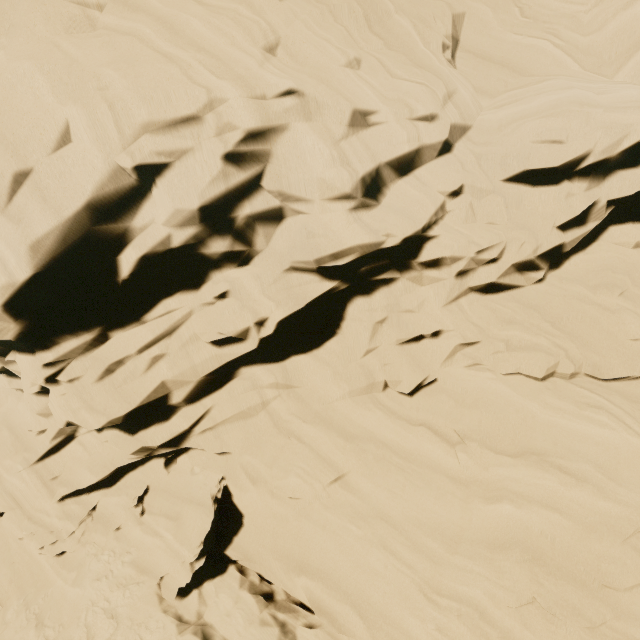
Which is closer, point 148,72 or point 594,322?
point 148,72
